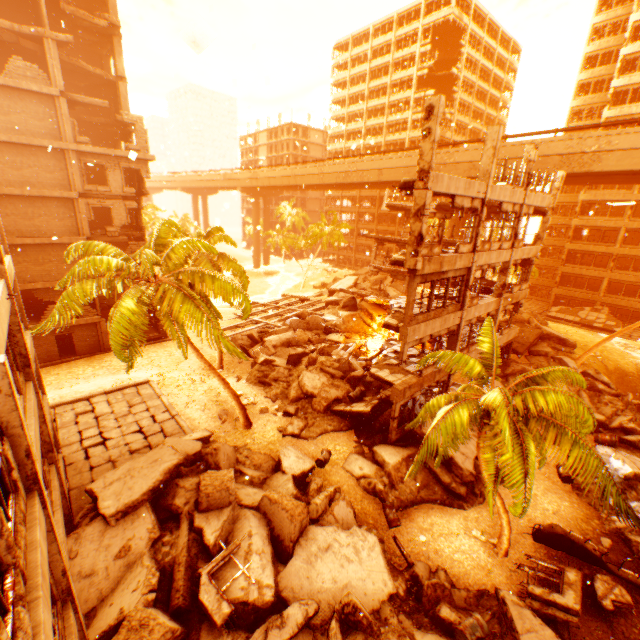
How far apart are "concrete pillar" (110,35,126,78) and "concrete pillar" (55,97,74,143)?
7.1m

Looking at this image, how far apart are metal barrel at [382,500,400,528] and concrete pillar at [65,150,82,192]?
27.66m

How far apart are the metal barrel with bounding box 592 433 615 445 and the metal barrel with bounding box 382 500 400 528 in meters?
12.1

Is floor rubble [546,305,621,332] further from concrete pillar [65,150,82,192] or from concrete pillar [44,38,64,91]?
concrete pillar [44,38,64,91]

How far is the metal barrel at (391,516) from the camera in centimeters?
1305cm

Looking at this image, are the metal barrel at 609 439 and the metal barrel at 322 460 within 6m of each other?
no

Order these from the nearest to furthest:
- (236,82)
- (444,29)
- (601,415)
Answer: (601,415) → (236,82) → (444,29)

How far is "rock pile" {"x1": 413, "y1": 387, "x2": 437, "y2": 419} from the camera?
17.7 meters
